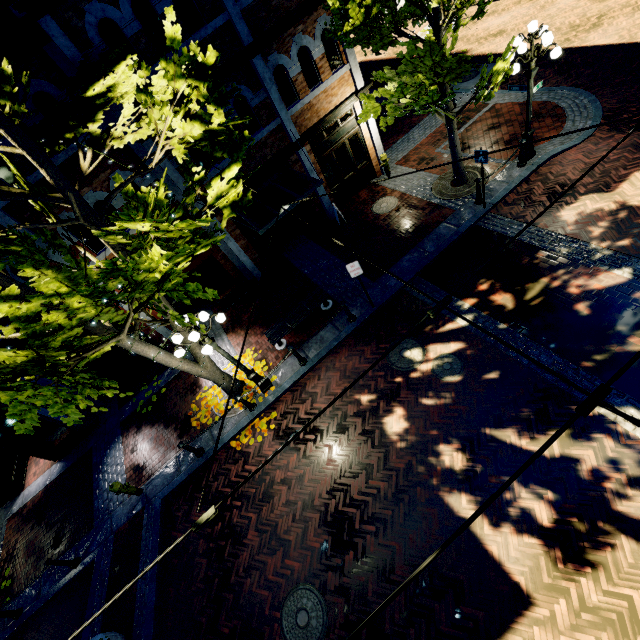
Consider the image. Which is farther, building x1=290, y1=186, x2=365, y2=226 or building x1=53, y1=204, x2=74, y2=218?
building x1=290, y1=186, x2=365, y2=226

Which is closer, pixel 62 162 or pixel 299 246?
pixel 62 162

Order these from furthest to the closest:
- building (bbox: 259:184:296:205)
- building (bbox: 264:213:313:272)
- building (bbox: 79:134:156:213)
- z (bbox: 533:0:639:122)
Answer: building (bbox: 264:213:313:272)
building (bbox: 259:184:296:205)
z (bbox: 533:0:639:122)
building (bbox: 79:134:156:213)

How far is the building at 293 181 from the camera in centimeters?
1191cm

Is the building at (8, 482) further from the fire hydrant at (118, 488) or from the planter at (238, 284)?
the planter at (238, 284)

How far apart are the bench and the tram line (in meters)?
8.21

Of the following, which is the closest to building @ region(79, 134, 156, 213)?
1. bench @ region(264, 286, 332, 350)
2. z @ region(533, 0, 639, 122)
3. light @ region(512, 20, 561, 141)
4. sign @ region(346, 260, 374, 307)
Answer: z @ region(533, 0, 639, 122)
